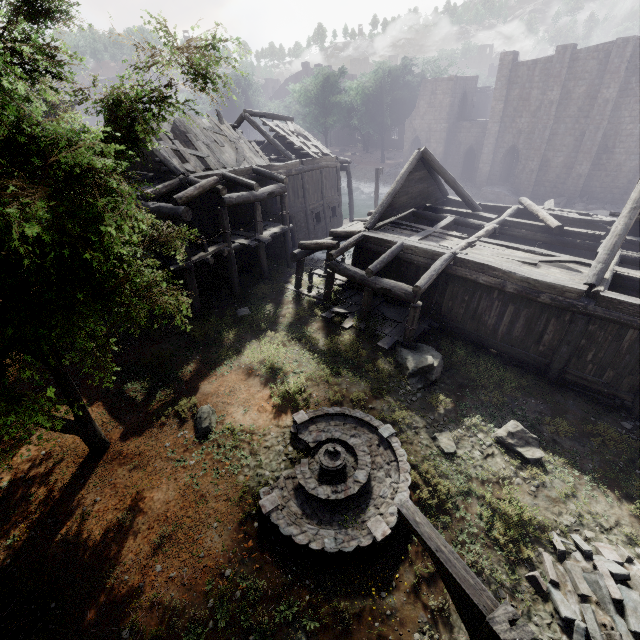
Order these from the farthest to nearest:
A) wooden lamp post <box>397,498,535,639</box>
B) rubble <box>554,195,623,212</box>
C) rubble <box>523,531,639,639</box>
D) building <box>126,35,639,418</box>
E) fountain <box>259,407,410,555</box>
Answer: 1. rubble <box>554,195,623,212</box>
2. building <box>126,35,639,418</box>
3. fountain <box>259,407,410,555</box>
4. rubble <box>523,531,639,639</box>
5. wooden lamp post <box>397,498,535,639</box>

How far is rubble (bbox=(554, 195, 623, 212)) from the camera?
29.78m

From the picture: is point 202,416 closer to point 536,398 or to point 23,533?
point 23,533

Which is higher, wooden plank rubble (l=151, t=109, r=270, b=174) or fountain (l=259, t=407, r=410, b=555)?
wooden plank rubble (l=151, t=109, r=270, b=174)

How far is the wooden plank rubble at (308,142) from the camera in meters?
23.2 m

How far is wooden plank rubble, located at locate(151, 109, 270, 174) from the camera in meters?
16.8

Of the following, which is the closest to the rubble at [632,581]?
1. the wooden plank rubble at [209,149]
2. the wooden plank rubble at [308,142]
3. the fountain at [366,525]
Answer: the fountain at [366,525]

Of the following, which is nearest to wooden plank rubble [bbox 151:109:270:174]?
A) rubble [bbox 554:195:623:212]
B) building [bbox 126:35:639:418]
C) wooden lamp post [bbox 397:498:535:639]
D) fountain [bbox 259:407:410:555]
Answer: building [bbox 126:35:639:418]
